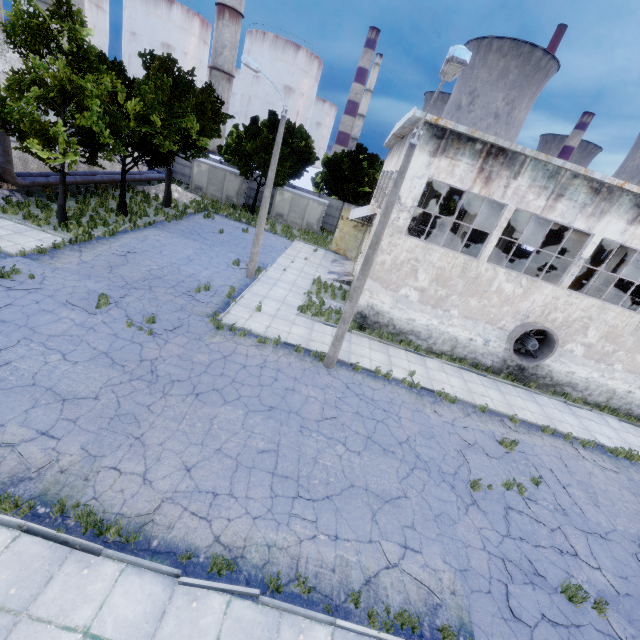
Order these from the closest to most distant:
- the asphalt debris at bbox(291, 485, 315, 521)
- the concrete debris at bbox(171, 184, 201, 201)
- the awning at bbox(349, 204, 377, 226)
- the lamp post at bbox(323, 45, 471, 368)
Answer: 1. the lamp post at bbox(323, 45, 471, 368)
2. the asphalt debris at bbox(291, 485, 315, 521)
3. the awning at bbox(349, 204, 377, 226)
4. the concrete debris at bbox(171, 184, 201, 201)

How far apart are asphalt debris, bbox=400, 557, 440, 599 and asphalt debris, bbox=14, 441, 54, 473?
7.6m

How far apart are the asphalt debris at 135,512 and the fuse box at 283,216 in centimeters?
3050cm

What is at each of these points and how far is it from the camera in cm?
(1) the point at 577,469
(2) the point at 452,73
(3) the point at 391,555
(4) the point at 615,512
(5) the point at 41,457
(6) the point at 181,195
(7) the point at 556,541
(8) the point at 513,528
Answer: (1) asphalt debris, 1231
(2) lamp post, 736
(3) asphalt debris, 739
(4) asphalt debris, 1085
(5) asphalt debris, 700
(6) concrete debris, 3050
(7) asphalt debris, 904
(8) asphalt debris, 907

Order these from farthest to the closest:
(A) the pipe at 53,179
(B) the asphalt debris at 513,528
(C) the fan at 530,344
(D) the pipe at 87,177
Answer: (D) the pipe at 87,177, (A) the pipe at 53,179, (C) the fan at 530,344, (B) the asphalt debris at 513,528

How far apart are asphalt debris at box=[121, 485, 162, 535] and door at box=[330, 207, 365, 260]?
23.63m

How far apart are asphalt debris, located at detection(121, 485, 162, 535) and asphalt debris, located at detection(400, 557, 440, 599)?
5.0m

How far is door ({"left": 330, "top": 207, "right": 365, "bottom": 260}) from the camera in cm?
2728
